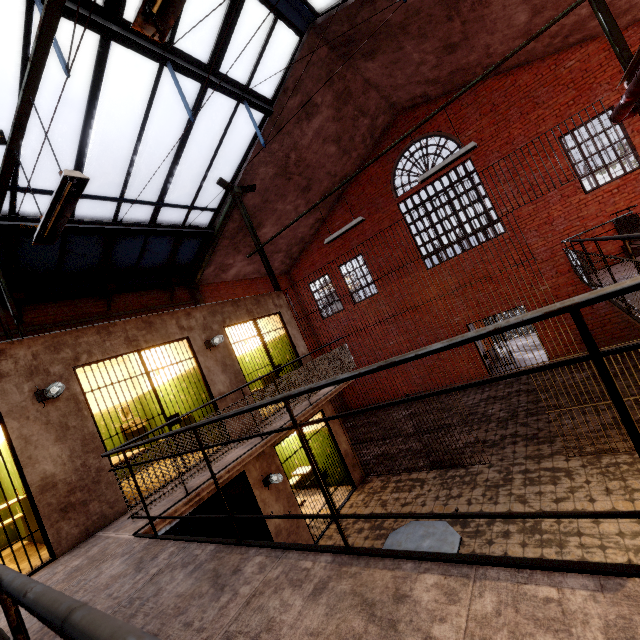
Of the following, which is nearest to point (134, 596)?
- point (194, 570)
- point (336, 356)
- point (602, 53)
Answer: point (194, 570)

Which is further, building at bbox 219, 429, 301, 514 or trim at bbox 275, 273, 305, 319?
trim at bbox 275, 273, 305, 319

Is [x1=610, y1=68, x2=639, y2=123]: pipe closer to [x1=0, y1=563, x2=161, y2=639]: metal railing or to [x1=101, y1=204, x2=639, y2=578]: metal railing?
[x1=0, y1=563, x2=161, y2=639]: metal railing

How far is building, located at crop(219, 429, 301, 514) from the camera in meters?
6.6

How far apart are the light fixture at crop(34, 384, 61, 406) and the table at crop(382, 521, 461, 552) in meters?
5.3 m

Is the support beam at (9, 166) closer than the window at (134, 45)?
Yes

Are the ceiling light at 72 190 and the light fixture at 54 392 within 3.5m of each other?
yes

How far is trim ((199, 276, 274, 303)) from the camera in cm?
1250
